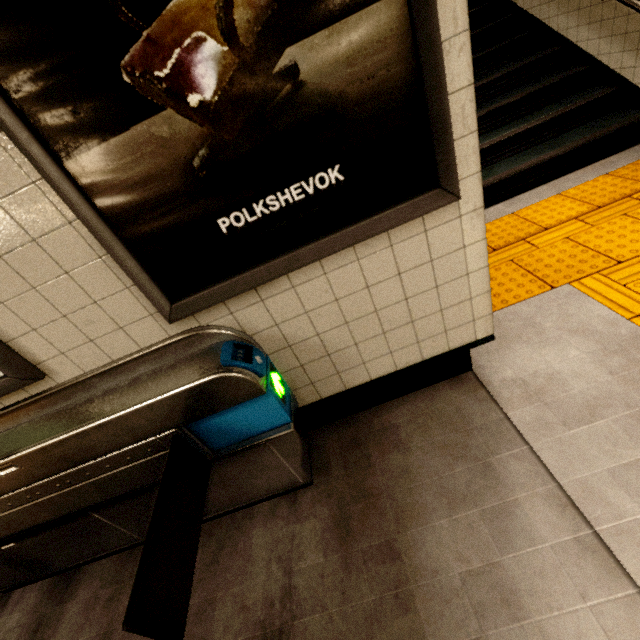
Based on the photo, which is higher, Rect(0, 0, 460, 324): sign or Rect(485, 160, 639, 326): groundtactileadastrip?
Rect(0, 0, 460, 324): sign

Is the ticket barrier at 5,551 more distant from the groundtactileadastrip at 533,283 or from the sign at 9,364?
the groundtactileadastrip at 533,283

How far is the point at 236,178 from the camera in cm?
110

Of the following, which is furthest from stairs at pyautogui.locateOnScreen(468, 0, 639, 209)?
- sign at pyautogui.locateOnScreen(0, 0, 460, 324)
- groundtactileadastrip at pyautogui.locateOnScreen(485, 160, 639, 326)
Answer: sign at pyautogui.locateOnScreen(0, 0, 460, 324)

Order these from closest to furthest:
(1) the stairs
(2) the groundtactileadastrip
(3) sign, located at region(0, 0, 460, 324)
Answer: (3) sign, located at region(0, 0, 460, 324) → (2) the groundtactileadastrip → (1) the stairs

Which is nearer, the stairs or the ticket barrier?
the ticket barrier

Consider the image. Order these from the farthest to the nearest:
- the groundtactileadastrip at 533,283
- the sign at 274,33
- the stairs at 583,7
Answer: the stairs at 583,7, the groundtactileadastrip at 533,283, the sign at 274,33

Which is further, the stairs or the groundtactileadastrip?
the stairs
